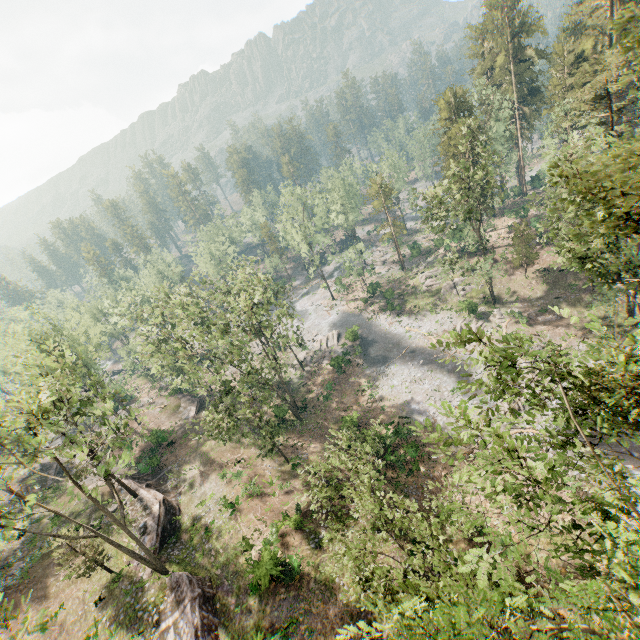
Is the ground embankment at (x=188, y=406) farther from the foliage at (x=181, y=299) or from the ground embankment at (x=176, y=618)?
the ground embankment at (x=176, y=618)

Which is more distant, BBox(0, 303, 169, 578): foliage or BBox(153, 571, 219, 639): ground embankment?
BBox(153, 571, 219, 639): ground embankment

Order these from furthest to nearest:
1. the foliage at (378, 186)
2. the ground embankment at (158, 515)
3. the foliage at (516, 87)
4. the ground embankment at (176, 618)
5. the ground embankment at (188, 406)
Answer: the foliage at (378, 186) < the ground embankment at (188, 406) < the ground embankment at (158, 515) < the ground embankment at (176, 618) < the foliage at (516, 87)

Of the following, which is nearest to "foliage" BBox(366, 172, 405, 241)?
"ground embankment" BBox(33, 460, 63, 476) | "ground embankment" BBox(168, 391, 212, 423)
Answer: "ground embankment" BBox(33, 460, 63, 476)

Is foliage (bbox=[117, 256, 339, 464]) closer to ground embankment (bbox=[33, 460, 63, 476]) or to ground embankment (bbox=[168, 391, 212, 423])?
ground embankment (bbox=[33, 460, 63, 476])

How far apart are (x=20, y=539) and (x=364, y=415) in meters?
35.8

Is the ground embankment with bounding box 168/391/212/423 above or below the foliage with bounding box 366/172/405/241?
below

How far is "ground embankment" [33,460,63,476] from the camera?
42.1m
